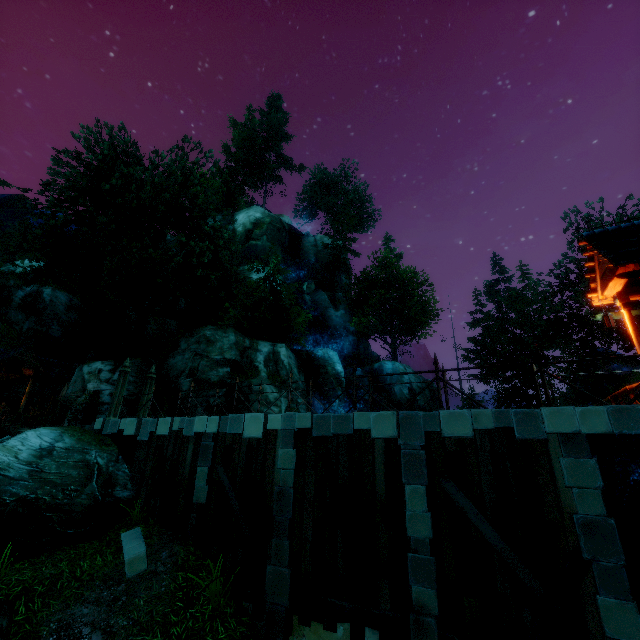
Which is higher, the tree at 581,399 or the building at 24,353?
the tree at 581,399

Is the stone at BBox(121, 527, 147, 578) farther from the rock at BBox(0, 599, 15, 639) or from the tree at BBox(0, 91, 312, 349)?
the tree at BBox(0, 91, 312, 349)

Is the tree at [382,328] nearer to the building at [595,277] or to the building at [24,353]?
the building at [24,353]

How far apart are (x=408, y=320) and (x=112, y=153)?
31.45m

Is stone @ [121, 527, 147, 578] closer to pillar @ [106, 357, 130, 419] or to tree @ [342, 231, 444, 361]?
pillar @ [106, 357, 130, 419]

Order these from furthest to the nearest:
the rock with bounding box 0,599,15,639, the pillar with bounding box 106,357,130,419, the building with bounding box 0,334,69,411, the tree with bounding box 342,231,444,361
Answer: the tree with bounding box 342,231,444,361
the building with bounding box 0,334,69,411
the pillar with bounding box 106,357,130,419
the rock with bounding box 0,599,15,639

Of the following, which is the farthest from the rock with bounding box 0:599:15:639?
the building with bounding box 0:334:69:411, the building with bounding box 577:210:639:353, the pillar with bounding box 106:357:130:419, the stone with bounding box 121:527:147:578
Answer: the building with bounding box 0:334:69:411

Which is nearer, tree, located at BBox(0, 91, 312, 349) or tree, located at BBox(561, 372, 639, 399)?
tree, located at BBox(0, 91, 312, 349)
